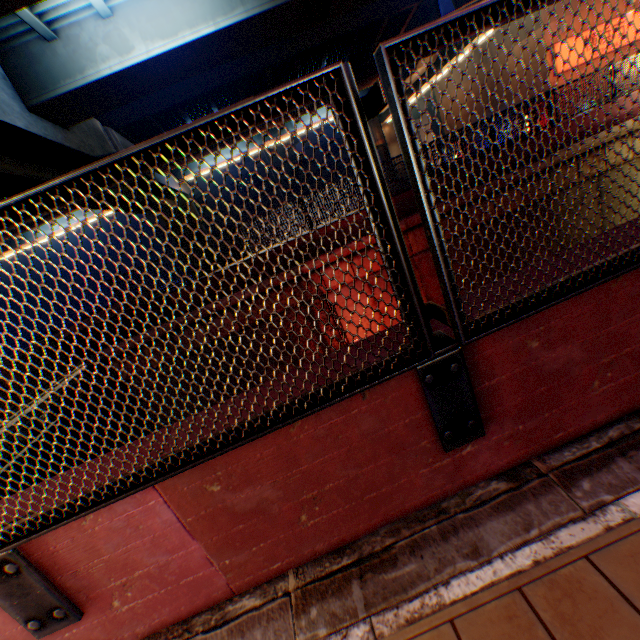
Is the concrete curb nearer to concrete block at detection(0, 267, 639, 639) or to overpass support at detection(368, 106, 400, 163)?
concrete block at detection(0, 267, 639, 639)

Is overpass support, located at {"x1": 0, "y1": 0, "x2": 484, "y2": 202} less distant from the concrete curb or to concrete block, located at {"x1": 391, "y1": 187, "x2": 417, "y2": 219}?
concrete block, located at {"x1": 391, "y1": 187, "x2": 417, "y2": 219}

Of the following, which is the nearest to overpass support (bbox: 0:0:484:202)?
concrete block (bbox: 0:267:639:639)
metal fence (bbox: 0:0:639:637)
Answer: metal fence (bbox: 0:0:639:637)

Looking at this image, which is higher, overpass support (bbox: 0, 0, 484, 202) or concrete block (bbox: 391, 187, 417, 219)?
overpass support (bbox: 0, 0, 484, 202)

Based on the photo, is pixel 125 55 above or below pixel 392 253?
above

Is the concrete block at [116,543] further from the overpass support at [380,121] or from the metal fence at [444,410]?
the overpass support at [380,121]

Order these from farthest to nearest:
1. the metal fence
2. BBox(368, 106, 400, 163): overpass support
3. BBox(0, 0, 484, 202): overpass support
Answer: BBox(368, 106, 400, 163): overpass support → BBox(0, 0, 484, 202): overpass support → the metal fence

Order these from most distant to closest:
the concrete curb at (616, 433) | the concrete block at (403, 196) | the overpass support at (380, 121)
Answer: the overpass support at (380, 121) < the concrete block at (403, 196) < the concrete curb at (616, 433)
